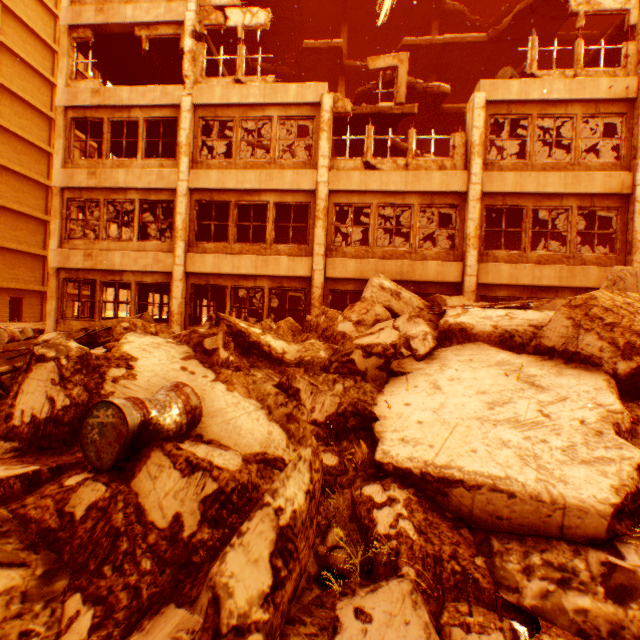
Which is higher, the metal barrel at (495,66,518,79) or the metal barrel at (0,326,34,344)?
the metal barrel at (495,66,518,79)

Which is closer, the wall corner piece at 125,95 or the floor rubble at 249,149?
the wall corner piece at 125,95

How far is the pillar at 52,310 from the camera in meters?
12.0

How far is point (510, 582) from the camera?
2.3 meters

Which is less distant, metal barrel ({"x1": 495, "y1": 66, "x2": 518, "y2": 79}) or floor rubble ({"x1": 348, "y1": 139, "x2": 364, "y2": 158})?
metal barrel ({"x1": 495, "y1": 66, "x2": 518, "y2": 79})

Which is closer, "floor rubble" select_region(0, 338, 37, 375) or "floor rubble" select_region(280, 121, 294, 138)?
"floor rubble" select_region(0, 338, 37, 375)

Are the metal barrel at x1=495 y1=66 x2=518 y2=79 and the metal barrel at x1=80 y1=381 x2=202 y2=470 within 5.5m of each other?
no

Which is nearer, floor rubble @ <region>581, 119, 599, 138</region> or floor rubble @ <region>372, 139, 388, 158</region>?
floor rubble @ <region>581, 119, 599, 138</region>
